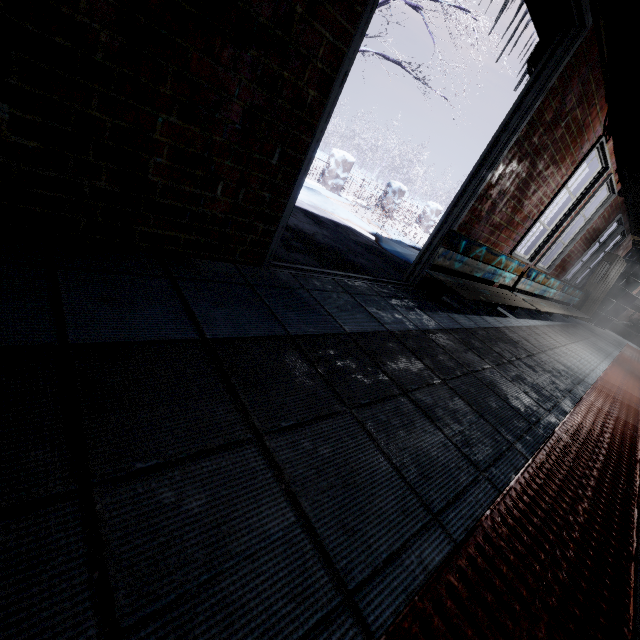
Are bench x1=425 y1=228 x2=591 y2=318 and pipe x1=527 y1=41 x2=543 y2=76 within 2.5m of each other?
yes

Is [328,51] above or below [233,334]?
above

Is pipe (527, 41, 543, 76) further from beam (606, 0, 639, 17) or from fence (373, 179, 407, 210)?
fence (373, 179, 407, 210)

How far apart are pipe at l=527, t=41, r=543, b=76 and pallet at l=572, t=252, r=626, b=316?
5.9m

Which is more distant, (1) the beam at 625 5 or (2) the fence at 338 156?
(2) the fence at 338 156

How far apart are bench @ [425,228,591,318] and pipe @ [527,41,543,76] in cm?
27

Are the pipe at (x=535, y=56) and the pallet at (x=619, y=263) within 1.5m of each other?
no

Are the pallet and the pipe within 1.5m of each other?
no
